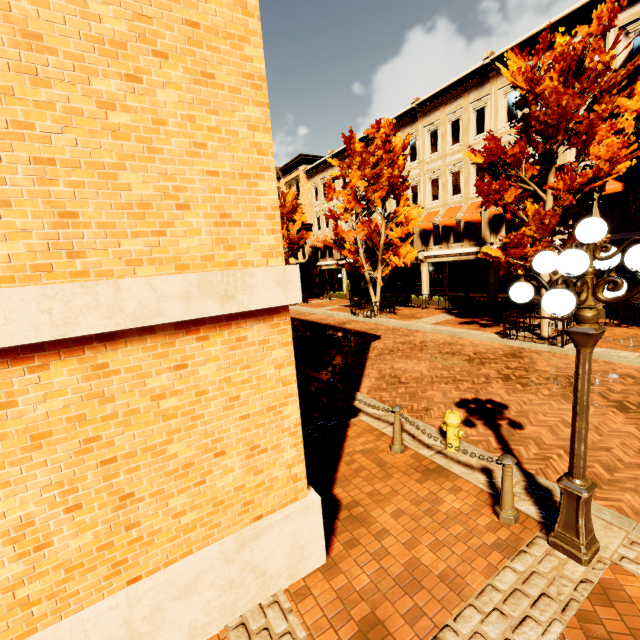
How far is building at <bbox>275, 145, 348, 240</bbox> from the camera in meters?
30.7

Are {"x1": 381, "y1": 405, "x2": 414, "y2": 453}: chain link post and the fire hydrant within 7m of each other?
yes

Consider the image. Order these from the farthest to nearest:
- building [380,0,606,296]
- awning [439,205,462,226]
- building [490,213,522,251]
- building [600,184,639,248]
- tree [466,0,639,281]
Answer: awning [439,205,462,226] → building [490,213,522,251] → building [380,0,606,296] → building [600,184,639,248] → tree [466,0,639,281]

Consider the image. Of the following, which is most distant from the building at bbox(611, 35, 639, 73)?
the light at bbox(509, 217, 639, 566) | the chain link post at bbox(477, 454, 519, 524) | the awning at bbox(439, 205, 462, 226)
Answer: the chain link post at bbox(477, 454, 519, 524)

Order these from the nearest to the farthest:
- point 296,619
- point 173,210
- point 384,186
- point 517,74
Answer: point 173,210, point 296,619, point 517,74, point 384,186

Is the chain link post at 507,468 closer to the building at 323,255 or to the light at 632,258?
the light at 632,258

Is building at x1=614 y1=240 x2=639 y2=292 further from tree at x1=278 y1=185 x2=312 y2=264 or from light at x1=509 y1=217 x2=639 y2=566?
light at x1=509 y1=217 x2=639 y2=566

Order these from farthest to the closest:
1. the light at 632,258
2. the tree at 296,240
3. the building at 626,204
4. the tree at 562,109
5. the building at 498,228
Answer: the tree at 296,240 < the building at 498,228 < the building at 626,204 < the tree at 562,109 < the light at 632,258
